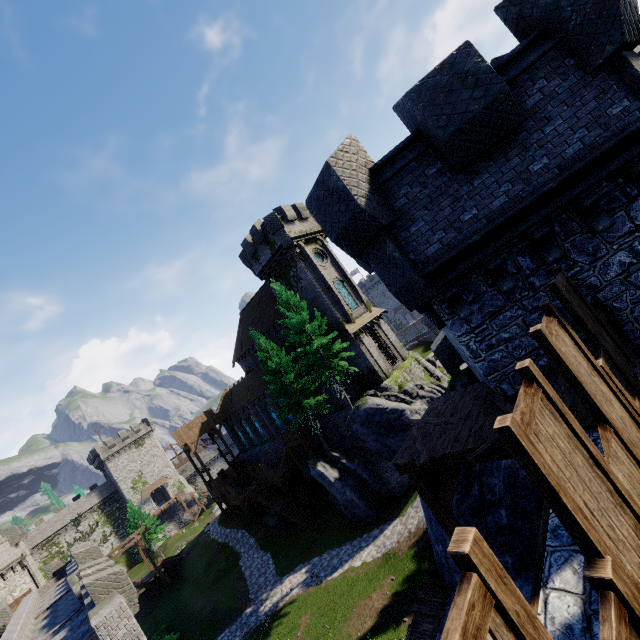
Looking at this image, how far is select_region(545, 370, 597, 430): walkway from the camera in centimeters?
481cm

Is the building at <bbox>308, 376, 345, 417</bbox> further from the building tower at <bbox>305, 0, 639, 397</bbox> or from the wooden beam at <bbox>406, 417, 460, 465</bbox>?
the wooden beam at <bbox>406, 417, 460, 465</bbox>

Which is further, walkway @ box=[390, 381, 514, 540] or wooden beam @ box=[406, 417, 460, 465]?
wooden beam @ box=[406, 417, 460, 465]

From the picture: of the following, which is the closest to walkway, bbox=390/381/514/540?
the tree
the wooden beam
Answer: the wooden beam

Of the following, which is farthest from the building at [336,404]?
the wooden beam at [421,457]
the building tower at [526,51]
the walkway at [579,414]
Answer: the wooden beam at [421,457]

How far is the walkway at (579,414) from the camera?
4.81m

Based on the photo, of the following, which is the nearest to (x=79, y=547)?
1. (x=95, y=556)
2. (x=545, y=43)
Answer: (x=95, y=556)
